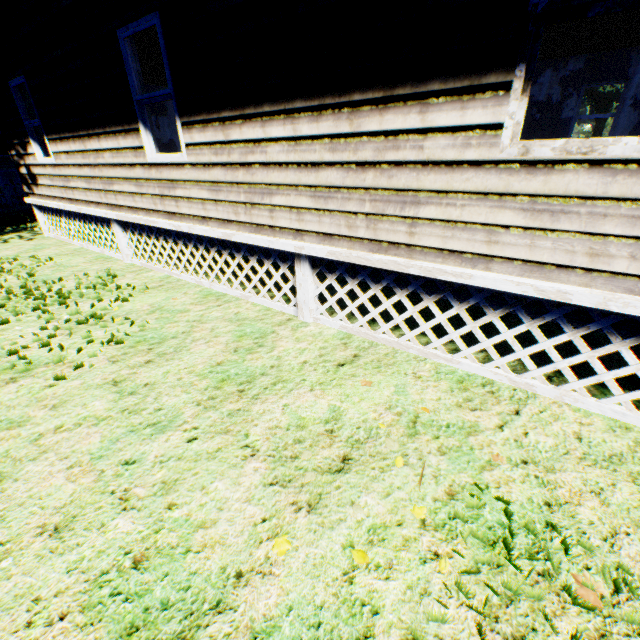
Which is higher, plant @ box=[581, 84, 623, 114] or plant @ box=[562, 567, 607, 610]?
plant @ box=[581, 84, 623, 114]

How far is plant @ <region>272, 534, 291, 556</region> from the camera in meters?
1.8

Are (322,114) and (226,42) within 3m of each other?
yes

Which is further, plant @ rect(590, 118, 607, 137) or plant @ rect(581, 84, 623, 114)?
plant @ rect(590, 118, 607, 137)

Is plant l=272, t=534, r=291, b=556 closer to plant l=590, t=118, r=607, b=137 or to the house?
the house

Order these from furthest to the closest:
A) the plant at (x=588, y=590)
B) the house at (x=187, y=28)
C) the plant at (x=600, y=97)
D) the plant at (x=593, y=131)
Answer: the plant at (x=593, y=131), the plant at (x=600, y=97), the house at (x=187, y=28), the plant at (x=588, y=590)

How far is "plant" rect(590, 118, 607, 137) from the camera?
45.2 meters

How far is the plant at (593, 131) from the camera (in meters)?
45.22
